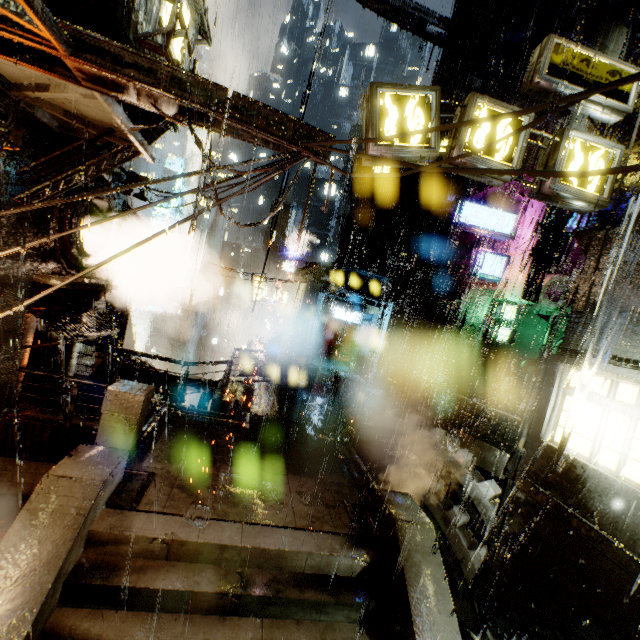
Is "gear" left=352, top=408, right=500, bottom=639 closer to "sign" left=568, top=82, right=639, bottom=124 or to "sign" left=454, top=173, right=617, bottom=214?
"sign" left=454, top=173, right=617, bottom=214

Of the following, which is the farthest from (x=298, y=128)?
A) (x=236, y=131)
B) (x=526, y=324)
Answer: (x=526, y=324)

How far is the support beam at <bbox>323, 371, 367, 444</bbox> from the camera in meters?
12.3 m

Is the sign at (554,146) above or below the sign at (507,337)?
above

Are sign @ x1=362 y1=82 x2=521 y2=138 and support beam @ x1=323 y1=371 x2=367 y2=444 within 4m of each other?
no

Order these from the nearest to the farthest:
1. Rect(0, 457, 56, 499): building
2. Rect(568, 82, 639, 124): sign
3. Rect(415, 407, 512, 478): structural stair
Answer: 1. Rect(568, 82, 639, 124): sign
2. Rect(0, 457, 56, 499): building
3. Rect(415, 407, 512, 478): structural stair

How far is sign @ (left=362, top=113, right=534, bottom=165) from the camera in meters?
6.2 m

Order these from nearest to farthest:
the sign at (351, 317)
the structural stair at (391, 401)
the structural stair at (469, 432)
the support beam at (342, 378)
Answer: the structural stair at (469, 432) < the support beam at (342, 378) < the structural stair at (391, 401) < the sign at (351, 317)
